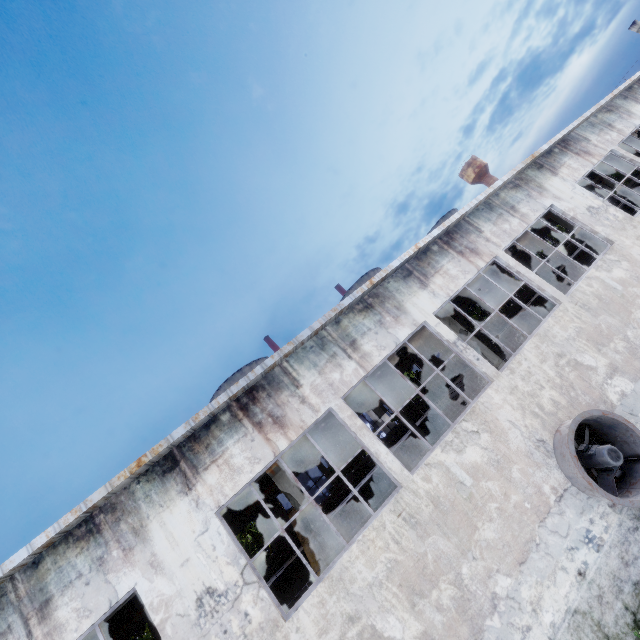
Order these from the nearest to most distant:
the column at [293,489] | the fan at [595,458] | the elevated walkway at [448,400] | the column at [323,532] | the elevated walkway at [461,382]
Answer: the fan at [595,458]
the column at [323,532]
the column at [293,489]
the elevated walkway at [461,382]
the elevated walkway at [448,400]

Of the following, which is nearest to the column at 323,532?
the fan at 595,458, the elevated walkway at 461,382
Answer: the elevated walkway at 461,382

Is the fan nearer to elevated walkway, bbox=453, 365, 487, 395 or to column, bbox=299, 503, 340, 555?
elevated walkway, bbox=453, 365, 487, 395

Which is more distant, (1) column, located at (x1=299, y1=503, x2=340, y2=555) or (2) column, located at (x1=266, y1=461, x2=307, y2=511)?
(2) column, located at (x1=266, y1=461, x2=307, y2=511)

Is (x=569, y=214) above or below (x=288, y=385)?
below

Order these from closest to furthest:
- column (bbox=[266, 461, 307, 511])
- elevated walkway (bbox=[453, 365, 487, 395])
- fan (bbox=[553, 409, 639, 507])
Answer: fan (bbox=[553, 409, 639, 507]), column (bbox=[266, 461, 307, 511]), elevated walkway (bbox=[453, 365, 487, 395])

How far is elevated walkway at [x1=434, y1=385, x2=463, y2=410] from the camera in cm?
1974

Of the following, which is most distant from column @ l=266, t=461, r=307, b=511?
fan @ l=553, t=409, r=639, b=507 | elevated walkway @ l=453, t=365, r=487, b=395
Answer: fan @ l=553, t=409, r=639, b=507
